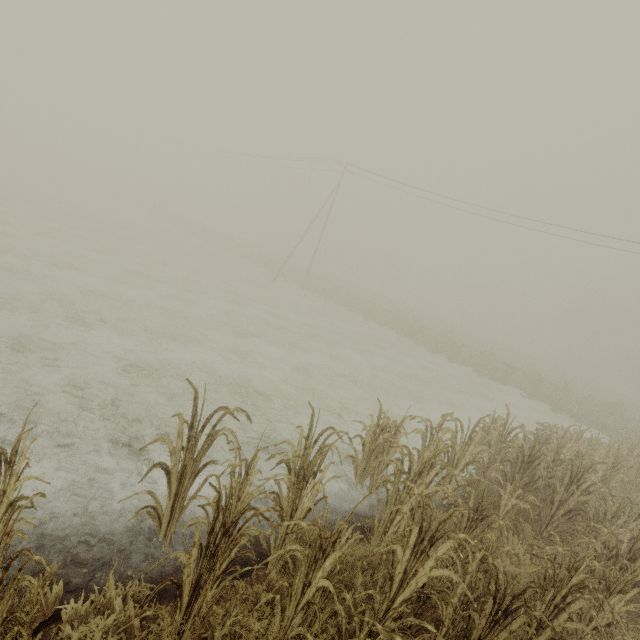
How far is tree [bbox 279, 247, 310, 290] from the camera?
33.7 meters

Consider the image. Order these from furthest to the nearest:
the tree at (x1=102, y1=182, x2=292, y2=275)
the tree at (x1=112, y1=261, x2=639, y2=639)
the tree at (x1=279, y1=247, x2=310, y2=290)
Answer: the tree at (x1=102, y1=182, x2=292, y2=275) < the tree at (x1=279, y1=247, x2=310, y2=290) < the tree at (x1=112, y1=261, x2=639, y2=639)

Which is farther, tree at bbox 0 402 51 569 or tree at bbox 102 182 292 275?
tree at bbox 102 182 292 275

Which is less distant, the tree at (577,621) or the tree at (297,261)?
the tree at (577,621)

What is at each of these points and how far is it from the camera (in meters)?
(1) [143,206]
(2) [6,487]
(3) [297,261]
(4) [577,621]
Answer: (1) tree, 49.84
(2) tree, 2.94
(3) tree, 55.09
(4) tree, 4.75
